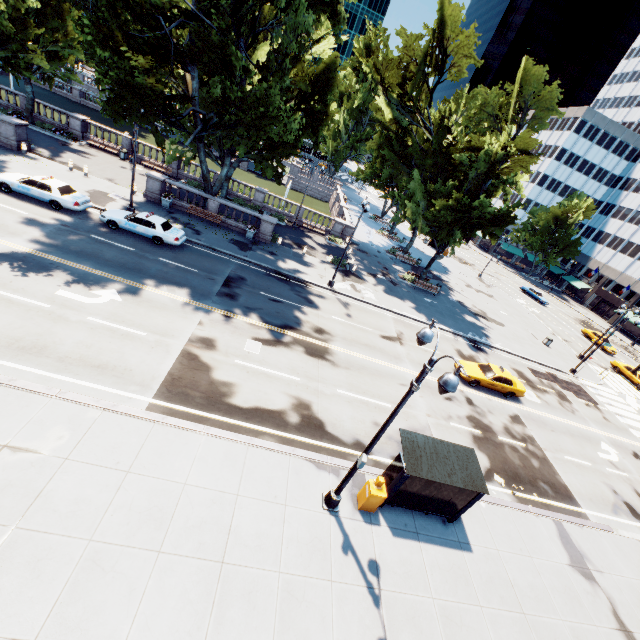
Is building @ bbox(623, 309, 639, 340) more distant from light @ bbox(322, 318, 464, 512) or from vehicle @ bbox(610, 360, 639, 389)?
light @ bbox(322, 318, 464, 512)

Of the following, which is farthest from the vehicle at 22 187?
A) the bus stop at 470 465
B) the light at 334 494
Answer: the bus stop at 470 465

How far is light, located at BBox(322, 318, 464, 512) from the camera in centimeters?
706cm

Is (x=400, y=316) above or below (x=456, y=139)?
below

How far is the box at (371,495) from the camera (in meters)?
11.20

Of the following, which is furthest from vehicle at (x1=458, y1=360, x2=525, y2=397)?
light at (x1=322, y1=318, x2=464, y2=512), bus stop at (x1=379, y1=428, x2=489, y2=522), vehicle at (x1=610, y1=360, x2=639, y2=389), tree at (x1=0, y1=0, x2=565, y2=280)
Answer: vehicle at (x1=610, y1=360, x2=639, y2=389)

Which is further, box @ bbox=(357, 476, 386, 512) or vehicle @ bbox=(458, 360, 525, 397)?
vehicle @ bbox=(458, 360, 525, 397)

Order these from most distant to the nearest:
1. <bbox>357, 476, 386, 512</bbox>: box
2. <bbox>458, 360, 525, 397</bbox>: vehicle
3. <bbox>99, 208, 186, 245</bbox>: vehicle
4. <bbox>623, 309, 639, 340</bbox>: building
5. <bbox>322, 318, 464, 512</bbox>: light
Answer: <bbox>623, 309, 639, 340</bbox>: building
<bbox>458, 360, 525, 397</bbox>: vehicle
<bbox>99, 208, 186, 245</bbox>: vehicle
<bbox>357, 476, 386, 512</bbox>: box
<bbox>322, 318, 464, 512</bbox>: light
